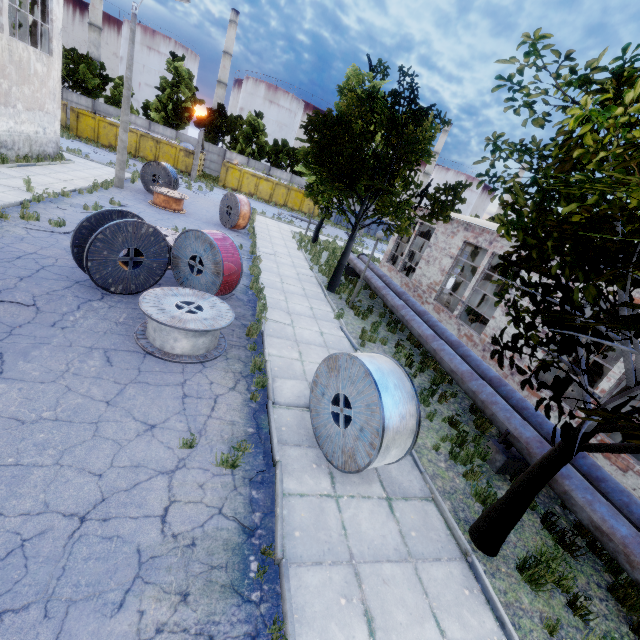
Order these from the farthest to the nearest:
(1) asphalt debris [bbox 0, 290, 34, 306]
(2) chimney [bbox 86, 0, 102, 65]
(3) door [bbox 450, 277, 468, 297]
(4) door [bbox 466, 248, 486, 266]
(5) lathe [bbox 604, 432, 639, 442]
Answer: (2) chimney [bbox 86, 0, 102, 65], (3) door [bbox 450, 277, 468, 297], (4) door [bbox 466, 248, 486, 266], (5) lathe [bbox 604, 432, 639, 442], (1) asphalt debris [bbox 0, 290, 34, 306]

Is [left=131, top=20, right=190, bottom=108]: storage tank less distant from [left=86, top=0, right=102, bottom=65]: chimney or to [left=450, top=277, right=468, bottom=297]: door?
[left=86, top=0, right=102, bottom=65]: chimney

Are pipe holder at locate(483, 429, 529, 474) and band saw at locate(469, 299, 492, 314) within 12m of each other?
yes

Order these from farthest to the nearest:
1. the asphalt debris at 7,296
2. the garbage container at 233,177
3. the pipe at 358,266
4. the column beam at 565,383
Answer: the garbage container at 233,177, the pipe at 358,266, the column beam at 565,383, the asphalt debris at 7,296

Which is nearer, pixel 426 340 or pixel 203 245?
pixel 203 245

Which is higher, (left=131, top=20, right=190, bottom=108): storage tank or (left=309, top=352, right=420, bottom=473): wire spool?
(left=131, top=20, right=190, bottom=108): storage tank

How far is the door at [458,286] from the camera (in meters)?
24.11

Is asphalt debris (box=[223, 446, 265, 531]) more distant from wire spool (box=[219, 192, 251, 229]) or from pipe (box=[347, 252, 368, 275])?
wire spool (box=[219, 192, 251, 229])
